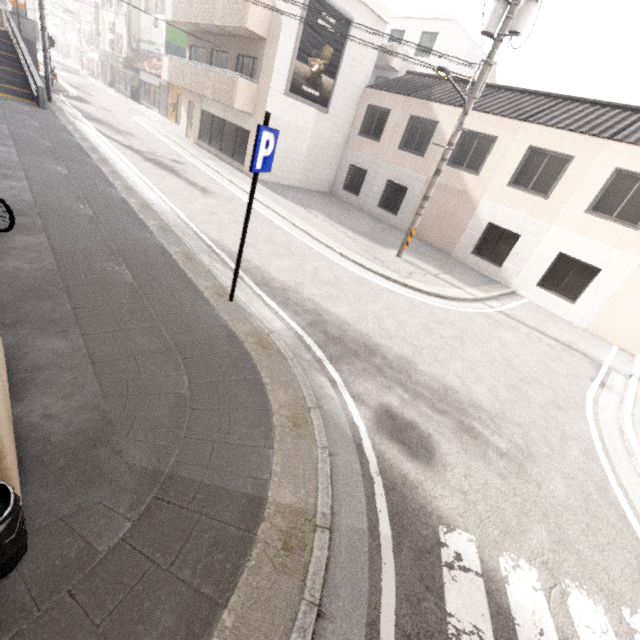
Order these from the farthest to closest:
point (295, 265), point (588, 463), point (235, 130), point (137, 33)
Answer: point (137, 33) → point (235, 130) → point (295, 265) → point (588, 463)

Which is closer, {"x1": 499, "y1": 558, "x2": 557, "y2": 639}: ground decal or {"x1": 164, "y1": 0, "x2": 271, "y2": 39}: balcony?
{"x1": 499, "y1": 558, "x2": 557, "y2": 639}: ground decal

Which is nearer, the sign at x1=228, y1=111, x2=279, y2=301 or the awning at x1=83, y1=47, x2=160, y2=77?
the sign at x1=228, y1=111, x2=279, y2=301

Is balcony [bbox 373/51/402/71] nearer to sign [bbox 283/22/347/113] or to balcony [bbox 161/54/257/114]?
balcony [bbox 161/54/257/114]

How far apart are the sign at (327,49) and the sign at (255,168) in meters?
13.1

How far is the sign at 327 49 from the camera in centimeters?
1446cm

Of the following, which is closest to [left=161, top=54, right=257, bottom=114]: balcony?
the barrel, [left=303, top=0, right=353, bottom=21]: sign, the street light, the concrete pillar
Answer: [left=303, top=0, right=353, bottom=21]: sign

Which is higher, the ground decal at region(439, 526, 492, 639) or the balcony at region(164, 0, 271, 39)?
the balcony at region(164, 0, 271, 39)
